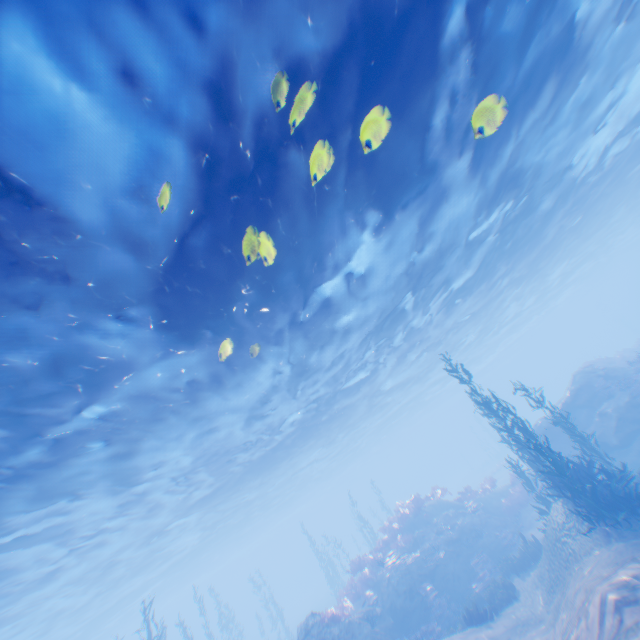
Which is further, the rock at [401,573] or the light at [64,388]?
the rock at [401,573]

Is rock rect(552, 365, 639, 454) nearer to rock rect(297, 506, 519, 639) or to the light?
the light

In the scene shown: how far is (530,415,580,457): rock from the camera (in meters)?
19.26

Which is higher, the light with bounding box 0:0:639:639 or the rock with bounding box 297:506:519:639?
the light with bounding box 0:0:639:639

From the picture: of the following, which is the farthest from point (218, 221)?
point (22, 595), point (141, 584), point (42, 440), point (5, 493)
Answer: point (141, 584)

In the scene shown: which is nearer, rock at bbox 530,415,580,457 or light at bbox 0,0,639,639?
light at bbox 0,0,639,639

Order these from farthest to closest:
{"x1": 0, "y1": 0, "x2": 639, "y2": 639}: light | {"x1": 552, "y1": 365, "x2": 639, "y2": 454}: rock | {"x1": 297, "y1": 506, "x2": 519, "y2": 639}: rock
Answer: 1. {"x1": 552, "y1": 365, "x2": 639, "y2": 454}: rock
2. {"x1": 297, "y1": 506, "x2": 519, "y2": 639}: rock
3. {"x1": 0, "y1": 0, "x2": 639, "y2": 639}: light

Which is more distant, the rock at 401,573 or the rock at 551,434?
the rock at 551,434
